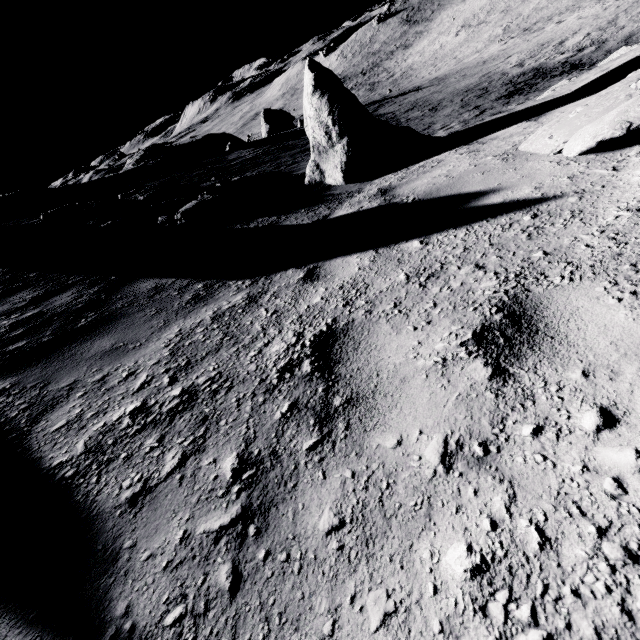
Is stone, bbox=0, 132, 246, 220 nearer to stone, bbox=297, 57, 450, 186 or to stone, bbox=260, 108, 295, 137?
stone, bbox=260, 108, 295, 137

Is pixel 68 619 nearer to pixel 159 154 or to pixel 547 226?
pixel 547 226

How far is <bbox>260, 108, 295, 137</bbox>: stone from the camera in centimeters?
3291cm

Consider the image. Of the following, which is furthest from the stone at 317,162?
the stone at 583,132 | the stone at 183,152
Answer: the stone at 183,152

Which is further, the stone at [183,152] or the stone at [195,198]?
the stone at [183,152]

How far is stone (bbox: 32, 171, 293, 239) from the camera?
7.47m

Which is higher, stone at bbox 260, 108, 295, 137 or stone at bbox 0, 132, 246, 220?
stone at bbox 0, 132, 246, 220

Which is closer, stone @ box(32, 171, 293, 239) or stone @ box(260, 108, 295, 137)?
stone @ box(32, 171, 293, 239)
